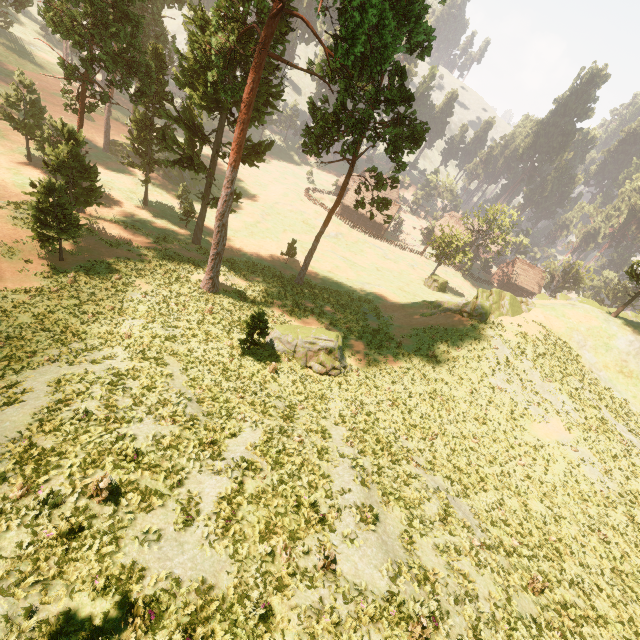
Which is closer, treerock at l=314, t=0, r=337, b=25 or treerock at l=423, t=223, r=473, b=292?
treerock at l=314, t=0, r=337, b=25

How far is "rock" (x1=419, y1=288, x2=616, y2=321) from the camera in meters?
31.1 m

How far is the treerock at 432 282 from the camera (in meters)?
51.81

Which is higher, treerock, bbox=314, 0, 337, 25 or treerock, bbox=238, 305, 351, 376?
treerock, bbox=314, 0, 337, 25

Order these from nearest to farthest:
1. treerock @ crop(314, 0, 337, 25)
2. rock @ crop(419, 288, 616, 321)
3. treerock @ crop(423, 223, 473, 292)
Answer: treerock @ crop(314, 0, 337, 25) → rock @ crop(419, 288, 616, 321) → treerock @ crop(423, 223, 473, 292)

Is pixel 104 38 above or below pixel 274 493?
above
